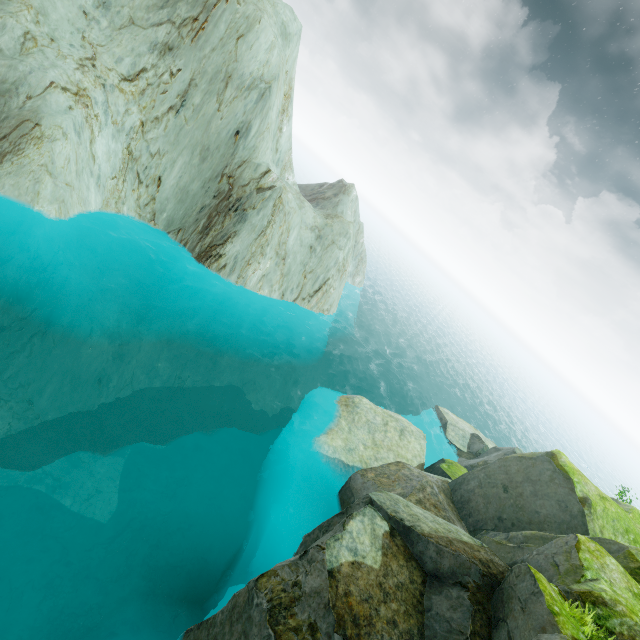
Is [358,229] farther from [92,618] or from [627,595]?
[92,618]
